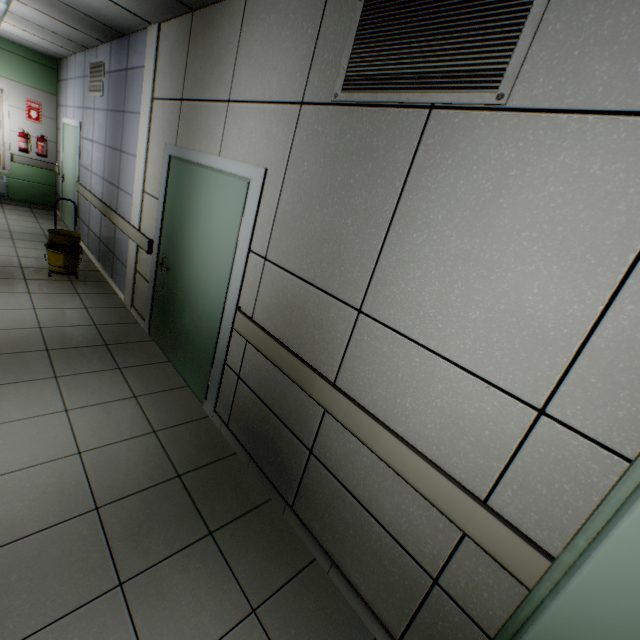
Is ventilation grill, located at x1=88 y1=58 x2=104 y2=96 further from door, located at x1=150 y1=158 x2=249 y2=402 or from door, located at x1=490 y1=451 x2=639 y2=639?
door, located at x1=490 y1=451 x2=639 y2=639

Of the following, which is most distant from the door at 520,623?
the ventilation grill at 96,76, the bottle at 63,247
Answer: the ventilation grill at 96,76

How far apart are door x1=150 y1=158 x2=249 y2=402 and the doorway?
0.01m

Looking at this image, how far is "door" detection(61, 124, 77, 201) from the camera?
6.3m

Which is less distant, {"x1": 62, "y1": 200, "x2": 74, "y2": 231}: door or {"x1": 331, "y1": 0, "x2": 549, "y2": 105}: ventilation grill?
{"x1": 331, "y1": 0, "x2": 549, "y2": 105}: ventilation grill

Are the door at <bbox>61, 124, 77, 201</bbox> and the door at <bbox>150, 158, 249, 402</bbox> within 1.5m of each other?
no

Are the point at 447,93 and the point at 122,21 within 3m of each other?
no

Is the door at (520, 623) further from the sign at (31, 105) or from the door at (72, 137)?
the sign at (31, 105)
